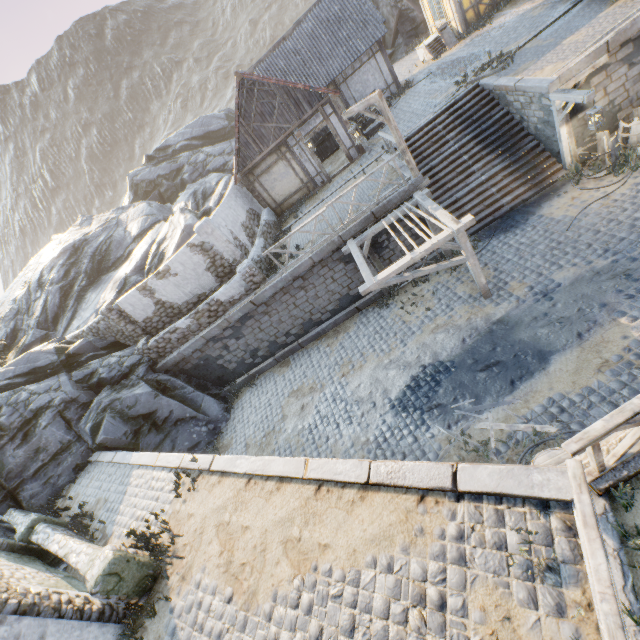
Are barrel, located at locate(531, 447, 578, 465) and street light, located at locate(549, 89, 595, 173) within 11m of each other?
yes

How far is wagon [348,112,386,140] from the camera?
16.65m

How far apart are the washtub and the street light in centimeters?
1180cm

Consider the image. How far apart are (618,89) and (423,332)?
9.98m

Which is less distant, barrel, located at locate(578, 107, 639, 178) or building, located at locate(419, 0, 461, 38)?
barrel, located at locate(578, 107, 639, 178)

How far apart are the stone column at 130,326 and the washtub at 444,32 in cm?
2232

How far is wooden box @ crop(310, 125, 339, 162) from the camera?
19.0 meters

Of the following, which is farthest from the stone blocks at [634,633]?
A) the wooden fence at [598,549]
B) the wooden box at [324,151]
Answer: the wooden box at [324,151]
